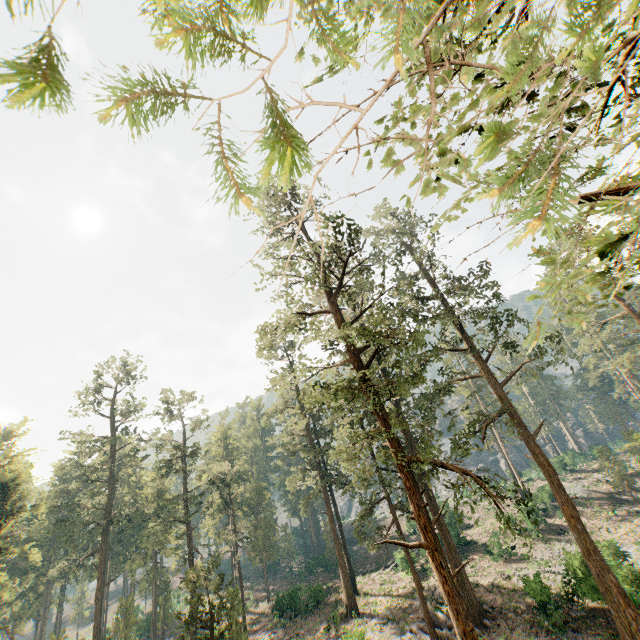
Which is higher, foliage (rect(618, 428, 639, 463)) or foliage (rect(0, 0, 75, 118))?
foliage (rect(0, 0, 75, 118))

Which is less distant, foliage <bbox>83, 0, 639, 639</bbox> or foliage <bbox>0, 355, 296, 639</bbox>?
foliage <bbox>83, 0, 639, 639</bbox>

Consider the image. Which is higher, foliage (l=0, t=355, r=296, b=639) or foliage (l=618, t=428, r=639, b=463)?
foliage (l=0, t=355, r=296, b=639)

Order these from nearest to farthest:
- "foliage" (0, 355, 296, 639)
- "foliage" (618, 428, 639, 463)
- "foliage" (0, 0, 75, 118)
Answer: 1. "foliage" (0, 0, 75, 118)
2. "foliage" (618, 428, 639, 463)
3. "foliage" (0, 355, 296, 639)

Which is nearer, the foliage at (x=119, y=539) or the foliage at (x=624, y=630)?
the foliage at (x=624, y=630)

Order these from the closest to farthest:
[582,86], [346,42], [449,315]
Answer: [346,42], [582,86], [449,315]

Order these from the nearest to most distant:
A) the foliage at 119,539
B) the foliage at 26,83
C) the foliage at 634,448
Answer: the foliage at 26,83
the foliage at 634,448
the foliage at 119,539
